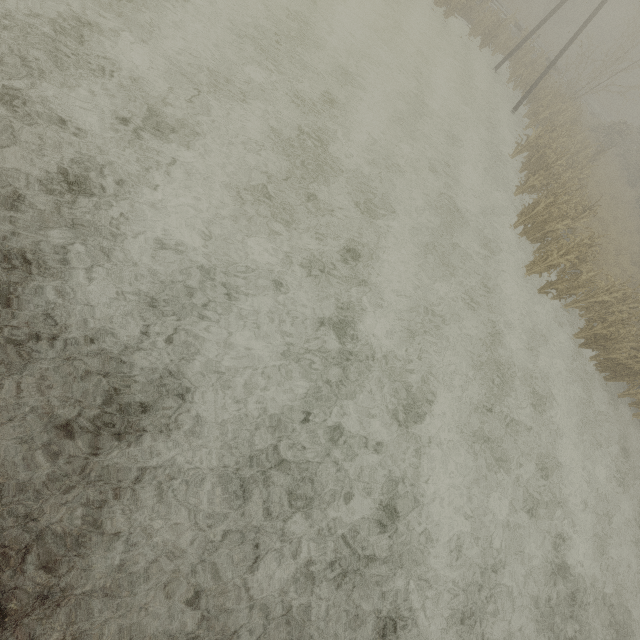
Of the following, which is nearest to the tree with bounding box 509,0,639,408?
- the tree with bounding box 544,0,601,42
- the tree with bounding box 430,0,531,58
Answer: the tree with bounding box 430,0,531,58

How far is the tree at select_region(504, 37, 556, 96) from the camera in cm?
1969

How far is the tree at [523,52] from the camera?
19.69m

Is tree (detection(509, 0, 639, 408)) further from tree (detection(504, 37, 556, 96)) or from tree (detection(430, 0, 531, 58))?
tree (detection(430, 0, 531, 58))

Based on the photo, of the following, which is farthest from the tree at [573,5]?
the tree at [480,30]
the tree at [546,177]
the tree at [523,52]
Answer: the tree at [546,177]

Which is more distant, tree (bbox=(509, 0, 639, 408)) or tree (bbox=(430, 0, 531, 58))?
tree (bbox=(430, 0, 531, 58))

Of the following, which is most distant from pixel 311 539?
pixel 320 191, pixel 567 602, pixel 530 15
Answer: pixel 530 15

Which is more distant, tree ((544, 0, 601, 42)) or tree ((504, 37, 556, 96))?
tree ((544, 0, 601, 42))
